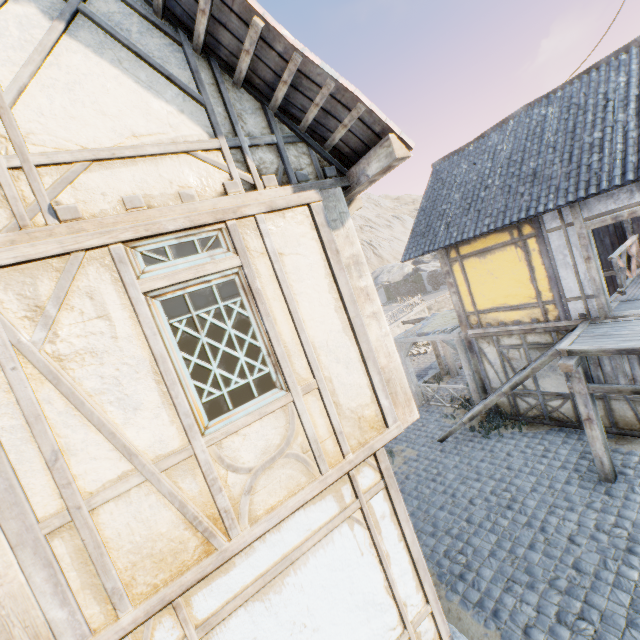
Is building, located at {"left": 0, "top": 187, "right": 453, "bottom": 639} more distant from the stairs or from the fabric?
the fabric

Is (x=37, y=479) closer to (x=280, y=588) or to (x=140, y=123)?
(x=280, y=588)

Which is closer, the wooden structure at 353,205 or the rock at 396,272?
the wooden structure at 353,205

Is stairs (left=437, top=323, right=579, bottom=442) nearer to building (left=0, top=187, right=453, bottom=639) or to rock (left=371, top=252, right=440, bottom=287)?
building (left=0, top=187, right=453, bottom=639)

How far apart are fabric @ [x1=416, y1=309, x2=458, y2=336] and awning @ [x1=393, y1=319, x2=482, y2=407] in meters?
0.0

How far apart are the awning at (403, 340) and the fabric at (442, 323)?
0.0 meters

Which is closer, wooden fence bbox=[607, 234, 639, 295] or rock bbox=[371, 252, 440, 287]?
wooden fence bbox=[607, 234, 639, 295]

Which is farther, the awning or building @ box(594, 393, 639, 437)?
the awning
